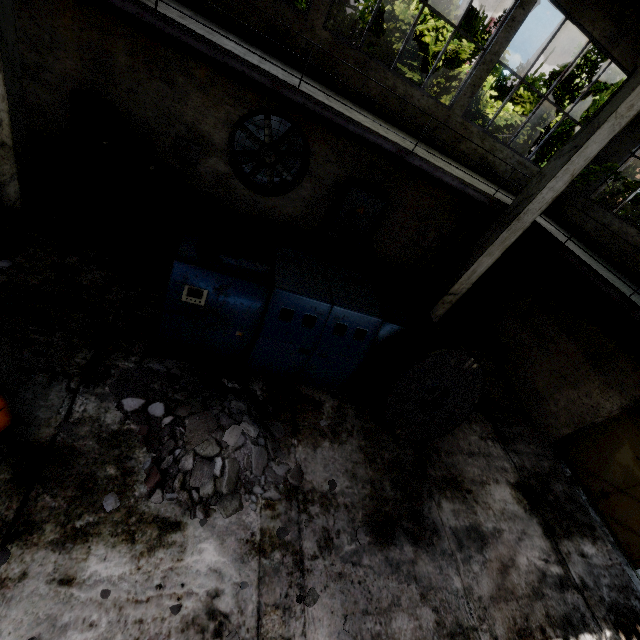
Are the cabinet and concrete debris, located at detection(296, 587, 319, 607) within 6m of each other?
no

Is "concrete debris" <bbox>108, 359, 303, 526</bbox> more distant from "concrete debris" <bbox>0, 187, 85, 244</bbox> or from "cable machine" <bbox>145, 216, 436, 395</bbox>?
"concrete debris" <bbox>0, 187, 85, 244</bbox>

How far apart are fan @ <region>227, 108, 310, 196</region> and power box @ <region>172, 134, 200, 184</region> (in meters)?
0.63

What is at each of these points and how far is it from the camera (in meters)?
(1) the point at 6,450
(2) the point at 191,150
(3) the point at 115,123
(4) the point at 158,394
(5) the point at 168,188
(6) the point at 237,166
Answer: (1) forklift, 3.59
(2) power box, 8.32
(3) cabinet door, 7.11
(4) concrete debris, 4.89
(5) wire spool, 6.28
(6) fan, 8.95

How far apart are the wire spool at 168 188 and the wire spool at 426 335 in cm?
501

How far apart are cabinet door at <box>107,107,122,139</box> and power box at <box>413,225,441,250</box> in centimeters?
872cm

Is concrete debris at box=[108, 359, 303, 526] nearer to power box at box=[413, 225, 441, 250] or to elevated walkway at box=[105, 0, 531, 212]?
elevated walkway at box=[105, 0, 531, 212]

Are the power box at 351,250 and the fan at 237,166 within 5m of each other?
yes
